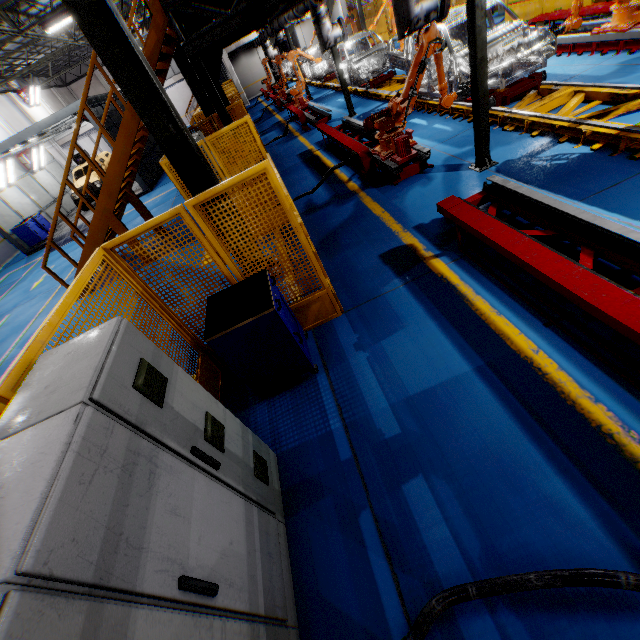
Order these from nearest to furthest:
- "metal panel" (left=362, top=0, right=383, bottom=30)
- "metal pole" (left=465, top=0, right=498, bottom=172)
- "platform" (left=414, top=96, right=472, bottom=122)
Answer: "metal pole" (left=465, top=0, right=498, bottom=172), "platform" (left=414, top=96, right=472, bottom=122), "metal panel" (left=362, top=0, right=383, bottom=30)

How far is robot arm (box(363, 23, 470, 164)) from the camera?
5.9 meters

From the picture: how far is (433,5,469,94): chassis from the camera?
7.1m

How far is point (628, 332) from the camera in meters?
2.4 m

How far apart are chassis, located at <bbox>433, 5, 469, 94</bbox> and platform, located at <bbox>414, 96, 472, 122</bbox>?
0.0 meters

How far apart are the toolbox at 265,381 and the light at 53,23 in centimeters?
2246cm

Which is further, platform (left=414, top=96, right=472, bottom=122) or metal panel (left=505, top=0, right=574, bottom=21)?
metal panel (left=505, top=0, right=574, bottom=21)

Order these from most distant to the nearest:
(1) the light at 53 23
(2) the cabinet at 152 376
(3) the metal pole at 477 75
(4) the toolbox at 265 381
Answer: (1) the light at 53 23 < (3) the metal pole at 477 75 < (4) the toolbox at 265 381 < (2) the cabinet at 152 376
